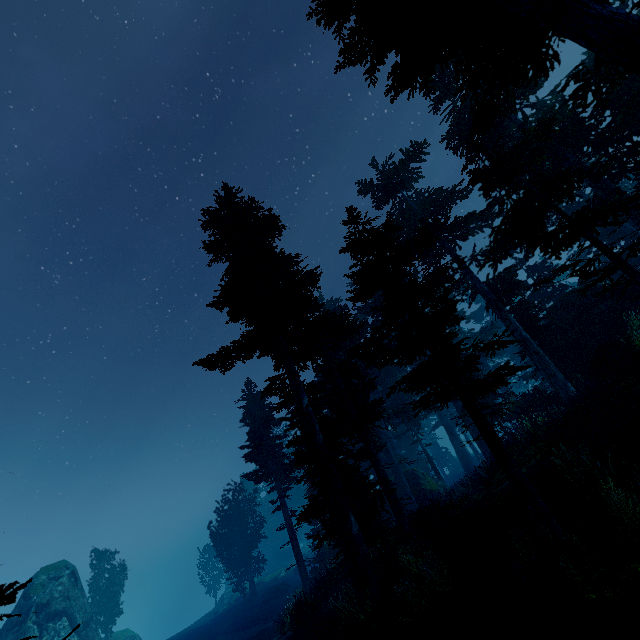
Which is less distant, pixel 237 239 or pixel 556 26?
pixel 556 26

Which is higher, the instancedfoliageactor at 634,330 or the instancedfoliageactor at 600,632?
the instancedfoliageactor at 634,330

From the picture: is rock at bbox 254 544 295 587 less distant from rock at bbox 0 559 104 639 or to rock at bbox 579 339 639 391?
rock at bbox 0 559 104 639

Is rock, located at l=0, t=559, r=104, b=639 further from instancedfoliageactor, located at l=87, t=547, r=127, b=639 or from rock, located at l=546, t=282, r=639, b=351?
rock, located at l=546, t=282, r=639, b=351

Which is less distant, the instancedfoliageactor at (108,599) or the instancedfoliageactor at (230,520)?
the instancedfoliageactor at (108,599)

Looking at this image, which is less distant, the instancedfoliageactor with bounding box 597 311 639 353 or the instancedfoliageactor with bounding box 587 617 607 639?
the instancedfoliageactor with bounding box 587 617 607 639

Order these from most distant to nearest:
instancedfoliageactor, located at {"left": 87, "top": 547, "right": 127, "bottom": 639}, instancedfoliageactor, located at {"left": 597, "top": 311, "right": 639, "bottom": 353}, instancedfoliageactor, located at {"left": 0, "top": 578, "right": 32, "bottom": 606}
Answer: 1. instancedfoliageactor, located at {"left": 87, "top": 547, "right": 127, "bottom": 639}
2. instancedfoliageactor, located at {"left": 597, "top": 311, "right": 639, "bottom": 353}
3. instancedfoliageactor, located at {"left": 0, "top": 578, "right": 32, "bottom": 606}
